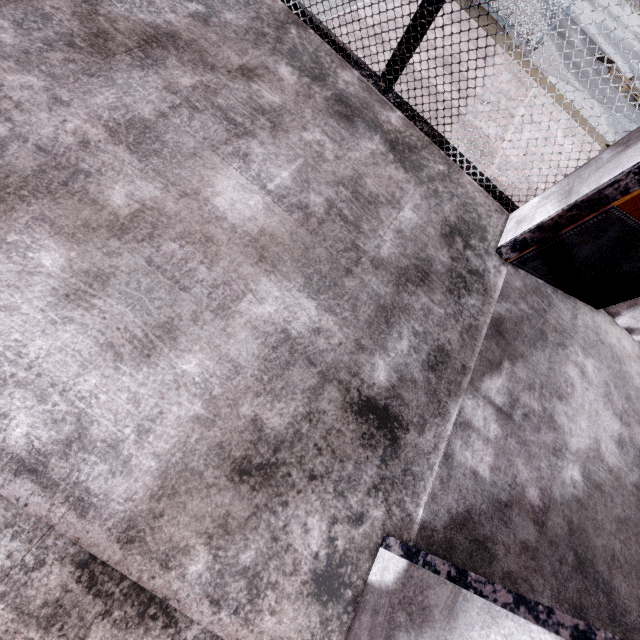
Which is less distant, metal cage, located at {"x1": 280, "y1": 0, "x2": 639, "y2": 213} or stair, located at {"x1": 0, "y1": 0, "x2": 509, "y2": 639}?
stair, located at {"x1": 0, "y1": 0, "x2": 509, "y2": 639}

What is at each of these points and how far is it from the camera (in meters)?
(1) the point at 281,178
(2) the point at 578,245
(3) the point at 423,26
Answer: (1) stair, 1.78
(2) door, 2.06
(3) metal cage, 2.04

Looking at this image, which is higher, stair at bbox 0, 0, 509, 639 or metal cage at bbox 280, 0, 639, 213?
metal cage at bbox 280, 0, 639, 213

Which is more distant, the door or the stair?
the door

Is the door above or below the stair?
above

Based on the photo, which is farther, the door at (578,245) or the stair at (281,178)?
the door at (578,245)

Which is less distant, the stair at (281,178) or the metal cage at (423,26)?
the stair at (281,178)
